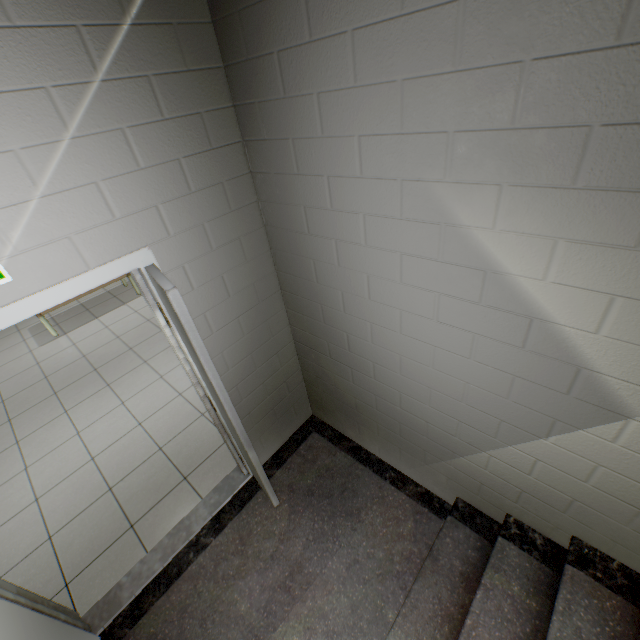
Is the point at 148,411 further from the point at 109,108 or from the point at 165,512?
the point at 109,108
